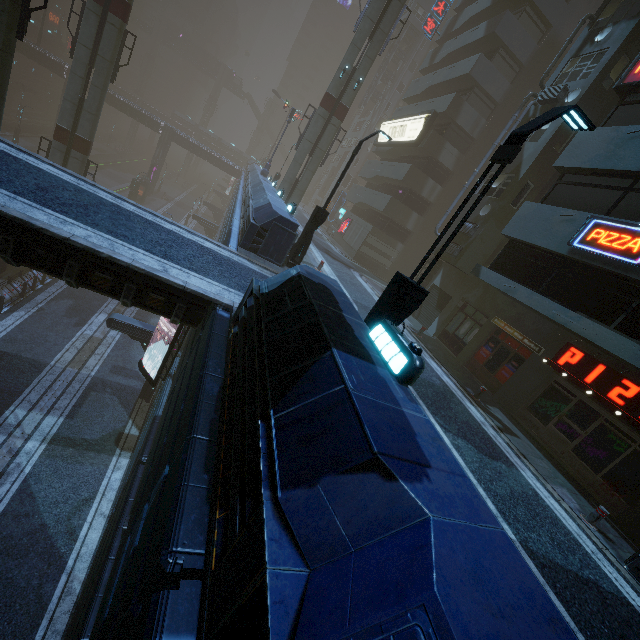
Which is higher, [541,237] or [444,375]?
[541,237]

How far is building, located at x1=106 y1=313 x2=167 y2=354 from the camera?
17.0 meters

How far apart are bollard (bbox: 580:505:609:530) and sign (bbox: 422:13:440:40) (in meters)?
42.20

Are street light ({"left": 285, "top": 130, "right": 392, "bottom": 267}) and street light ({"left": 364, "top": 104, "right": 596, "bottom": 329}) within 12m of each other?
yes

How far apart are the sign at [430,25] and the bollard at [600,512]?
42.2m

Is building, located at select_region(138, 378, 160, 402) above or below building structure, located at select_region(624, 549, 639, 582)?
below

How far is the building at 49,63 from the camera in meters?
44.8 m

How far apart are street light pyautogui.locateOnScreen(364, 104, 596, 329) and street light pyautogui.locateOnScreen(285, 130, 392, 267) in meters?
8.2 m
